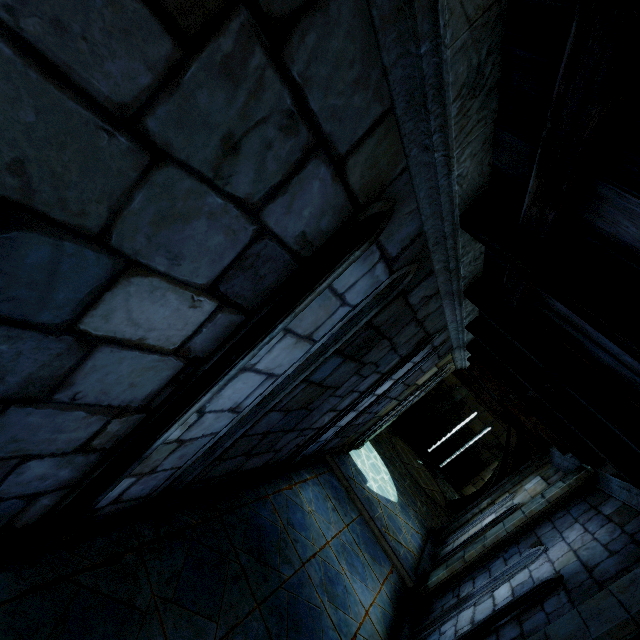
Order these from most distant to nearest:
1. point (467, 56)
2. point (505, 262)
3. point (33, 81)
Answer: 1. point (505, 262)
2. point (467, 56)
3. point (33, 81)
